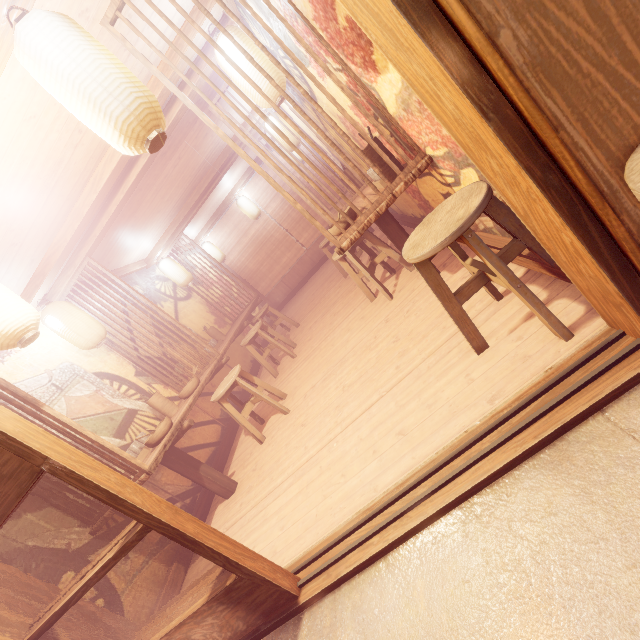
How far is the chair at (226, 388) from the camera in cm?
621

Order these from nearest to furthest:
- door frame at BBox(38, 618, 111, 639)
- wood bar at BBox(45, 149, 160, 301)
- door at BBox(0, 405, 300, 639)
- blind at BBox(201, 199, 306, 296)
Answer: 1. door at BBox(0, 405, 300, 639)
2. door frame at BBox(38, 618, 111, 639)
3. wood bar at BBox(45, 149, 160, 301)
4. blind at BBox(201, 199, 306, 296)

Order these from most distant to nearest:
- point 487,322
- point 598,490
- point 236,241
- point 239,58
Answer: point 236,241
point 239,58
point 487,322
point 598,490

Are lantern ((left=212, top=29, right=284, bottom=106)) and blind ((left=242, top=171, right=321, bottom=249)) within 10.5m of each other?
yes

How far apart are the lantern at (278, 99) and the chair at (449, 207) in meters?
3.5 m

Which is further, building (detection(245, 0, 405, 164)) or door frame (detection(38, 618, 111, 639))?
building (detection(245, 0, 405, 164))

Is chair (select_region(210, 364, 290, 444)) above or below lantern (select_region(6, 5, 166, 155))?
below

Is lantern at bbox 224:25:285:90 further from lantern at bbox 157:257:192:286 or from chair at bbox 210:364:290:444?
lantern at bbox 157:257:192:286
